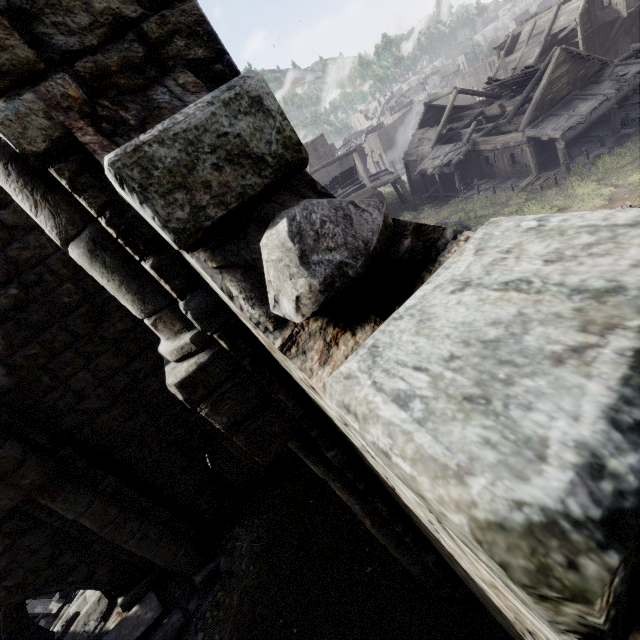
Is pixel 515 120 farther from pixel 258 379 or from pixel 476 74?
pixel 476 74

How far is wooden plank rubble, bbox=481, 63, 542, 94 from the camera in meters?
23.7 m

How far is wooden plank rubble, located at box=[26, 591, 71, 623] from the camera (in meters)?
9.45

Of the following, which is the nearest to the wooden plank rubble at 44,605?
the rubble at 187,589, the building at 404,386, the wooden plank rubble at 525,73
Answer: the rubble at 187,589

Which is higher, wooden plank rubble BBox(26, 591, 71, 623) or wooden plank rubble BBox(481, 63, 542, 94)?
wooden plank rubble BBox(481, 63, 542, 94)

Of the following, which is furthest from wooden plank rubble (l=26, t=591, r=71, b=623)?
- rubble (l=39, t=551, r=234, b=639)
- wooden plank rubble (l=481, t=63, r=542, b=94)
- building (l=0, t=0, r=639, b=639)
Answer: wooden plank rubble (l=481, t=63, r=542, b=94)

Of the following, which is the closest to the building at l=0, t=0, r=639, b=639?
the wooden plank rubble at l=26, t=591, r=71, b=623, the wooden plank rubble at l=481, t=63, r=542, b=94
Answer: the wooden plank rubble at l=481, t=63, r=542, b=94

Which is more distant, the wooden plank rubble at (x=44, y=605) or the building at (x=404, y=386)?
the wooden plank rubble at (x=44, y=605)
